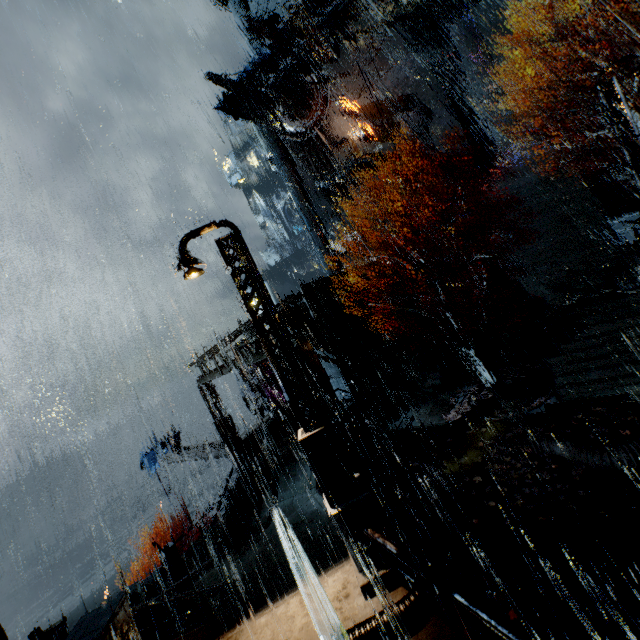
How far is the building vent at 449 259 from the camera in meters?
28.8

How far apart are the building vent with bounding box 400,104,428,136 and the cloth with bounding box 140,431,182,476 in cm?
3831

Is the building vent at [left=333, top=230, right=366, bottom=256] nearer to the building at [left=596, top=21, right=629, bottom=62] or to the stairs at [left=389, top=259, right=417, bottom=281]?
the building at [left=596, top=21, right=629, bottom=62]

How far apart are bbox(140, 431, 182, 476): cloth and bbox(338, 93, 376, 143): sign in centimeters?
3612cm

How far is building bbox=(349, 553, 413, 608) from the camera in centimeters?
564cm

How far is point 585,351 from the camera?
15.2 meters

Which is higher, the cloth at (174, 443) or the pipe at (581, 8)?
the pipe at (581, 8)

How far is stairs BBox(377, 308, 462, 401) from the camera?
23.0m
